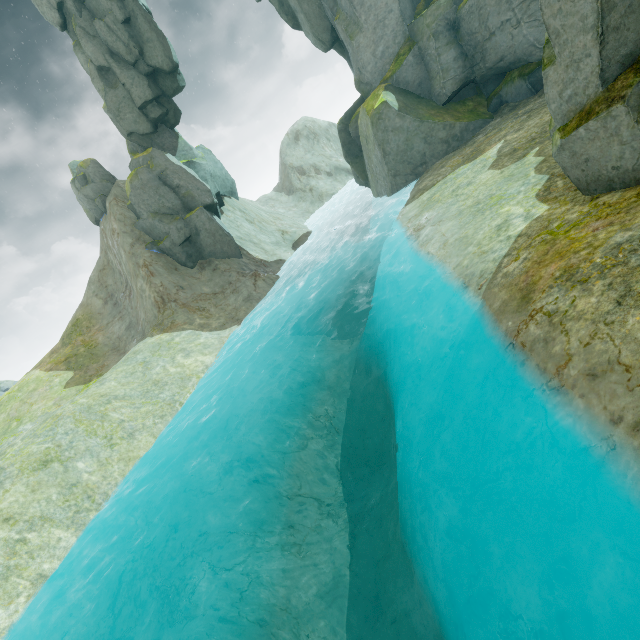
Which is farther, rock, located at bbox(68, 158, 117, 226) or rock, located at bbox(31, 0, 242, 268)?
rock, located at bbox(68, 158, 117, 226)

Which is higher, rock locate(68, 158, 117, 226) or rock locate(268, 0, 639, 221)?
rock locate(68, 158, 117, 226)

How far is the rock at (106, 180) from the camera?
29.8 meters

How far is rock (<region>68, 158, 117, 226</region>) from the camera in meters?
29.8

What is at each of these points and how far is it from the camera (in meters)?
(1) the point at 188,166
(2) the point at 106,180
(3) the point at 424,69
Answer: (1) rock, 29.20
(2) rock, 30.45
(3) rock, 19.78

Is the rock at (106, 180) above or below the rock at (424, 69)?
above

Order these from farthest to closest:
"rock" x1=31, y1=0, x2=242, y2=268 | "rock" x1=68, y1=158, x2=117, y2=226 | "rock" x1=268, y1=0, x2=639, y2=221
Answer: "rock" x1=68, y1=158, x2=117, y2=226
"rock" x1=31, y1=0, x2=242, y2=268
"rock" x1=268, y1=0, x2=639, y2=221
